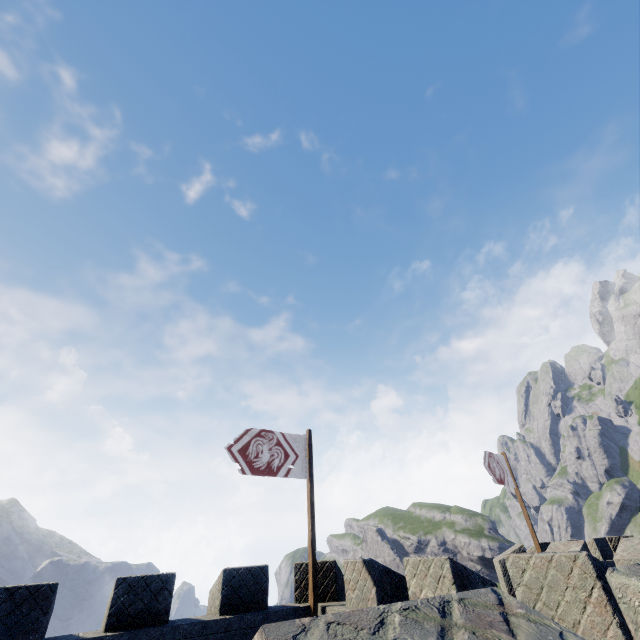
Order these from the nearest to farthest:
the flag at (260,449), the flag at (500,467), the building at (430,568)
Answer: the building at (430,568), the flag at (260,449), the flag at (500,467)

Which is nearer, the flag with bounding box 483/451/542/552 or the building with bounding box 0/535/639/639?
the building with bounding box 0/535/639/639

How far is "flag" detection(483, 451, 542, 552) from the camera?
14.13m

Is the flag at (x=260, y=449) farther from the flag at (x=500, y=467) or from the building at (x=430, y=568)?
the flag at (x=500, y=467)

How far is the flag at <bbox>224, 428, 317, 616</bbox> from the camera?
9.28m

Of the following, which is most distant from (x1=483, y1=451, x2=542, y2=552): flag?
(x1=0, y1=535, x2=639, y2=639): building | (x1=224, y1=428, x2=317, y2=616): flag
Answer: (x1=224, y1=428, x2=317, y2=616): flag

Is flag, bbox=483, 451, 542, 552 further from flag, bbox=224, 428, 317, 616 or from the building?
flag, bbox=224, 428, 317, 616

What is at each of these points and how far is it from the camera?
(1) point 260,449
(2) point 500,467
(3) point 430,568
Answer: (1) flag, 10.2 meters
(2) flag, 15.2 meters
(3) building, 6.5 meters
